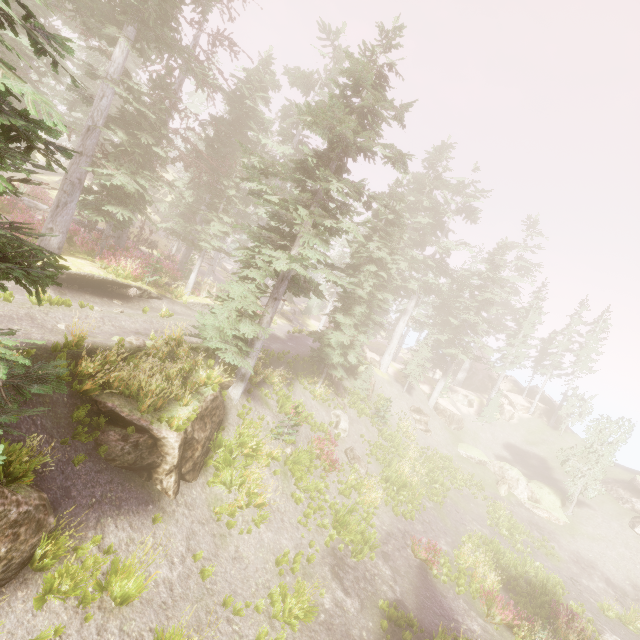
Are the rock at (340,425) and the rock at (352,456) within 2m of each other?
yes

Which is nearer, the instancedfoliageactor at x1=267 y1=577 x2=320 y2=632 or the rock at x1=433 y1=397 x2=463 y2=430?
the instancedfoliageactor at x1=267 y1=577 x2=320 y2=632

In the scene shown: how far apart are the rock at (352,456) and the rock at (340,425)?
0.8 meters

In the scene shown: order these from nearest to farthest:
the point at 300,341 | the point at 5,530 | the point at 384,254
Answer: the point at 5,530, the point at 384,254, the point at 300,341

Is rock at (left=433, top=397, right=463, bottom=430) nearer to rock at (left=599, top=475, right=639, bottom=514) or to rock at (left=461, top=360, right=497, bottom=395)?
rock at (left=461, top=360, right=497, bottom=395)

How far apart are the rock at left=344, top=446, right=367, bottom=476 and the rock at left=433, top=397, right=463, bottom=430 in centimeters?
1949cm

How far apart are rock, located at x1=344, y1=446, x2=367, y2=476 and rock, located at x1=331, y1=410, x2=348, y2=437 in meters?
0.8

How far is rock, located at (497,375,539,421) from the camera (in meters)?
42.94
